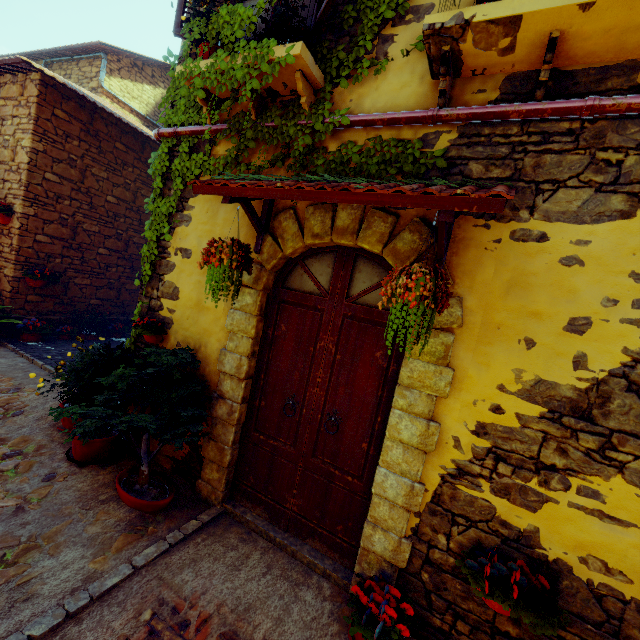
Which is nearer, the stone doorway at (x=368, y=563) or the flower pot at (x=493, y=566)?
the flower pot at (x=493, y=566)

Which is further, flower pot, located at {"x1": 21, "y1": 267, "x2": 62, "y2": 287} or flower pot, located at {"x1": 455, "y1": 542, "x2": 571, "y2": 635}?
flower pot, located at {"x1": 21, "y1": 267, "x2": 62, "y2": 287}

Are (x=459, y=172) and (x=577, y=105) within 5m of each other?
yes

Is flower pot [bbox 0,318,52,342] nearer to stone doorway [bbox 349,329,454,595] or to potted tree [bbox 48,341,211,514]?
potted tree [bbox 48,341,211,514]

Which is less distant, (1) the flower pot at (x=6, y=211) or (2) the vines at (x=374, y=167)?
(2) the vines at (x=374, y=167)

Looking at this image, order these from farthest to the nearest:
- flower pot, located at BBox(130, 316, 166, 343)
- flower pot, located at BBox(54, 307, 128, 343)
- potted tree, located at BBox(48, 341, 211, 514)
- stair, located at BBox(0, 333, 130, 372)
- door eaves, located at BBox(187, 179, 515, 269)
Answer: flower pot, located at BBox(54, 307, 128, 343) < stair, located at BBox(0, 333, 130, 372) < flower pot, located at BBox(130, 316, 166, 343) < potted tree, located at BBox(48, 341, 211, 514) < door eaves, located at BBox(187, 179, 515, 269)

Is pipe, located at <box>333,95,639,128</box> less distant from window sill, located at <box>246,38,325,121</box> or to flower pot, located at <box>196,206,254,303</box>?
window sill, located at <box>246,38,325,121</box>

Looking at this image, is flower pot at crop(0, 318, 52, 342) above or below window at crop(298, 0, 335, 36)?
below
